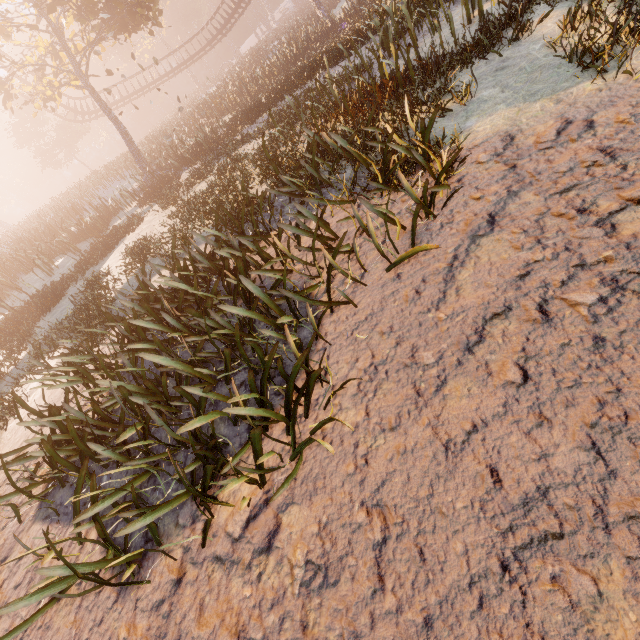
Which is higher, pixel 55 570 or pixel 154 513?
pixel 55 570

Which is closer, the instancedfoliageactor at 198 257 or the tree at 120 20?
the instancedfoliageactor at 198 257

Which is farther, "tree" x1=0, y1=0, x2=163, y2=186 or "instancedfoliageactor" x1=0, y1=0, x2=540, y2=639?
"tree" x1=0, y1=0, x2=163, y2=186
